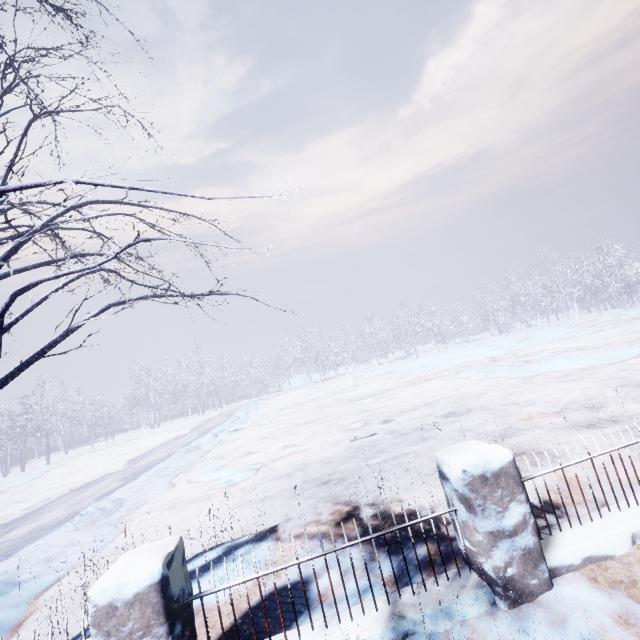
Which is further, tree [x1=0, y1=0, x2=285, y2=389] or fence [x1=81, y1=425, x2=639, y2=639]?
fence [x1=81, y1=425, x2=639, y2=639]

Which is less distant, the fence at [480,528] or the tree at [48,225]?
the tree at [48,225]

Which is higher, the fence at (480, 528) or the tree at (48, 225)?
the tree at (48, 225)

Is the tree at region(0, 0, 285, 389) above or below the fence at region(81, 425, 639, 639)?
above

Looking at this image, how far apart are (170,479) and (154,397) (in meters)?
33.02
